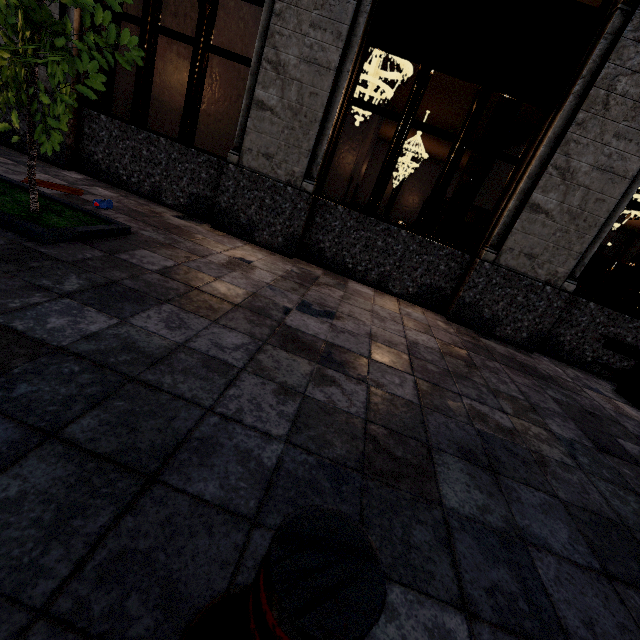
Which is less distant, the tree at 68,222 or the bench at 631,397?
the tree at 68,222

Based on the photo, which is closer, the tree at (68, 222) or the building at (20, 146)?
the tree at (68, 222)

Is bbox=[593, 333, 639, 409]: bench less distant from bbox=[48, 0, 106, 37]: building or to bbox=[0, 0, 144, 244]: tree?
bbox=[48, 0, 106, 37]: building

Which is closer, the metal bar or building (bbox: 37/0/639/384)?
the metal bar

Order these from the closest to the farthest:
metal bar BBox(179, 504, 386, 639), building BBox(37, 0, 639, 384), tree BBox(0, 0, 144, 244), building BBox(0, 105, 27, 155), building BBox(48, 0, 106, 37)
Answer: metal bar BBox(179, 504, 386, 639)
tree BBox(0, 0, 144, 244)
building BBox(37, 0, 639, 384)
building BBox(48, 0, 106, 37)
building BBox(0, 105, 27, 155)

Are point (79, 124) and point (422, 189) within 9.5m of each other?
no

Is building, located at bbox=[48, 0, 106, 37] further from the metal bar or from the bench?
the metal bar

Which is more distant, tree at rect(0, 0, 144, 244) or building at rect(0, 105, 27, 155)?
building at rect(0, 105, 27, 155)
